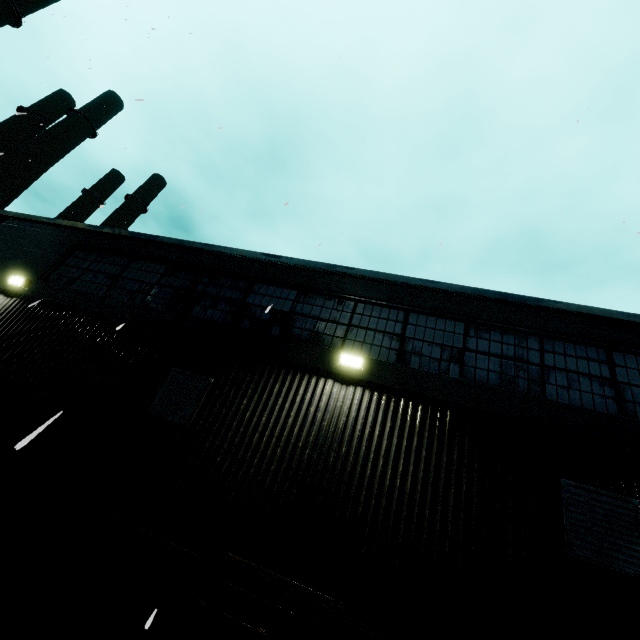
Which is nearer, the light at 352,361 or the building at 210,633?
the building at 210,633

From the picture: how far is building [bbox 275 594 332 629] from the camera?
4.39m

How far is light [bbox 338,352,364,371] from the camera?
6.3 meters

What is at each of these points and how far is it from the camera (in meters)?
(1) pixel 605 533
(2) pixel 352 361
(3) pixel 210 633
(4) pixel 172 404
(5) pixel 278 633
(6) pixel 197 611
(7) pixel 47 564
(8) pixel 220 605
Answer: (1) vent, 4.60
(2) light, 6.35
(3) building, 4.45
(4) vent, 6.39
(5) building, 4.38
(6) pallet, 4.29
(7) building, 5.10
(8) building, 4.60

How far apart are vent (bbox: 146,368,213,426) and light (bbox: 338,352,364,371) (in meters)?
2.58

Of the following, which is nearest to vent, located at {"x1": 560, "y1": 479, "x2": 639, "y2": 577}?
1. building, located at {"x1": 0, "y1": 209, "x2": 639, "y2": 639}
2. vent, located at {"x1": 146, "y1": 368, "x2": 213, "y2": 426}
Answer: building, located at {"x1": 0, "y1": 209, "x2": 639, "y2": 639}

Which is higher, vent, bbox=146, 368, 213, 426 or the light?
the light

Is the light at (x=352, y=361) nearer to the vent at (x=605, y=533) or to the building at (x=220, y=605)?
the building at (x=220, y=605)
